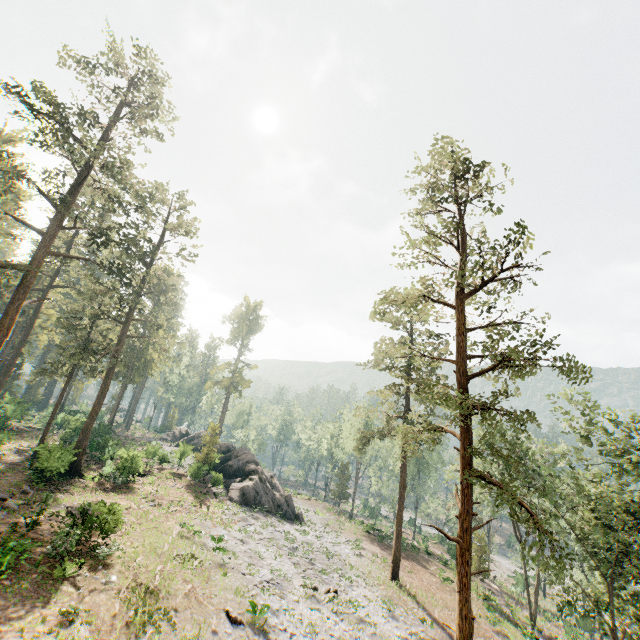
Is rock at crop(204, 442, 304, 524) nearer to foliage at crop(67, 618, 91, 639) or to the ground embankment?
foliage at crop(67, 618, 91, 639)

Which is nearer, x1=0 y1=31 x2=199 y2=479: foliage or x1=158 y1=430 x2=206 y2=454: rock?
x1=0 y1=31 x2=199 y2=479: foliage

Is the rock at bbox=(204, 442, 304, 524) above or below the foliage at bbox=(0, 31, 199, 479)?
below

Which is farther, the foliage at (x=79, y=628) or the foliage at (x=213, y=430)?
the foliage at (x=213, y=430)

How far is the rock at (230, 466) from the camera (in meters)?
34.53

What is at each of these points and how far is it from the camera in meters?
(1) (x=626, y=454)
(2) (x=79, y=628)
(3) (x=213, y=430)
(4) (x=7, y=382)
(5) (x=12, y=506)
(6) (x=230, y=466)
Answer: (1) foliage, 20.6
(2) foliage, 11.7
(3) foliage, 37.7
(4) foliage, 49.4
(5) foliage, 19.3
(6) rock, 39.9

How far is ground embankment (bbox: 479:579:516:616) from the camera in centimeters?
3238cm
